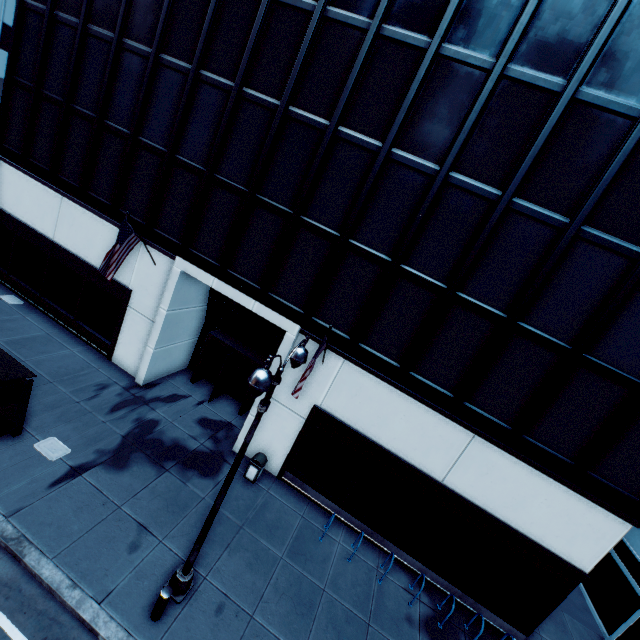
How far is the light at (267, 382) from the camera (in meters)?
5.60

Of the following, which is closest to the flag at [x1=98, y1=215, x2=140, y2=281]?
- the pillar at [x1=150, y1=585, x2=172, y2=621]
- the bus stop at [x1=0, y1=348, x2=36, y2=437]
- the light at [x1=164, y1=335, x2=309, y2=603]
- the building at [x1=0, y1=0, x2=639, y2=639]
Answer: the building at [x1=0, y1=0, x2=639, y2=639]

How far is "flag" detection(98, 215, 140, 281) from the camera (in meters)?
11.47

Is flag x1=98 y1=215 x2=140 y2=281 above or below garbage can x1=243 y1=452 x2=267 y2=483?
above

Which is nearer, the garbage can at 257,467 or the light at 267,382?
the light at 267,382

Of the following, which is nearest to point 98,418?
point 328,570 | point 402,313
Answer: point 328,570

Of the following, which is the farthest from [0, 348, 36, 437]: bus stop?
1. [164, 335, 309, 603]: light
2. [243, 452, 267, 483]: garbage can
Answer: [243, 452, 267, 483]: garbage can
